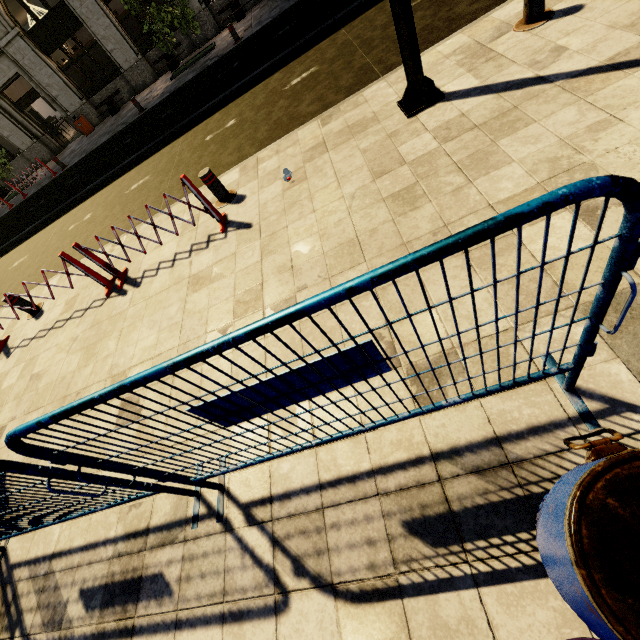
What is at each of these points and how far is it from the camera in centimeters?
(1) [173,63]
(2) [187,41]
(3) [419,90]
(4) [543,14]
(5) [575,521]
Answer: (1) bench, 1573cm
(2) building, 1588cm
(3) street light, 419cm
(4) metal bar, 412cm
(5) barrel, 92cm

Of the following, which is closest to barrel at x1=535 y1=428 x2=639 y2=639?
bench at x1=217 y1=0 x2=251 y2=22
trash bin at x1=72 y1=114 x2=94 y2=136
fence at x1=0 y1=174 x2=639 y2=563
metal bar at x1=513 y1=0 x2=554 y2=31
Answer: fence at x1=0 y1=174 x2=639 y2=563

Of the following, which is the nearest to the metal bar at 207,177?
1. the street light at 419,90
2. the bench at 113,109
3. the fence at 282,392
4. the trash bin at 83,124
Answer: the street light at 419,90

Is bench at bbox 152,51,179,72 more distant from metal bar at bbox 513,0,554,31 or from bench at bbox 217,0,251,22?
metal bar at bbox 513,0,554,31

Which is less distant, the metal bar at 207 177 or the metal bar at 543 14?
the metal bar at 543 14

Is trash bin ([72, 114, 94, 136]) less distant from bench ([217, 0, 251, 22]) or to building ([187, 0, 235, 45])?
building ([187, 0, 235, 45])

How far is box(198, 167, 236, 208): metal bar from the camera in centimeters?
513cm

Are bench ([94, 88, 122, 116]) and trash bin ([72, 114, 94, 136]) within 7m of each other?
yes
